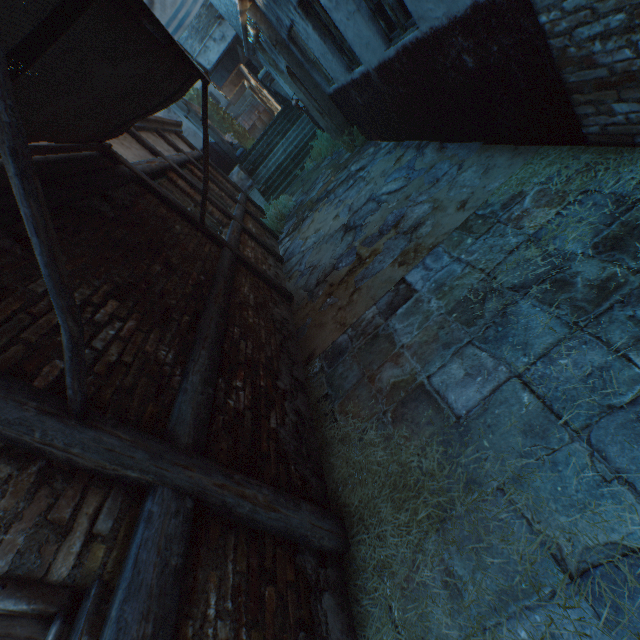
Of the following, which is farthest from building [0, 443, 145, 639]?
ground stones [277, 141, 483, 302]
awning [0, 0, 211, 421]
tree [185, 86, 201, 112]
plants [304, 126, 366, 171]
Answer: plants [304, 126, 366, 171]

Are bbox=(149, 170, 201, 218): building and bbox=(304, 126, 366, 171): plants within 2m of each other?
no

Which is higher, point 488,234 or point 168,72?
point 168,72

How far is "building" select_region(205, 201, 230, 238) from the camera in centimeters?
581cm

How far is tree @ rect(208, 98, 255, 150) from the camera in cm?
2753

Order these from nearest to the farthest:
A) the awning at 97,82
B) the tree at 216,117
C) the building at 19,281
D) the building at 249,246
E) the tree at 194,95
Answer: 1. the awning at 97,82
2. the building at 19,281
3. the building at 249,246
4. the tree at 216,117
5. the tree at 194,95

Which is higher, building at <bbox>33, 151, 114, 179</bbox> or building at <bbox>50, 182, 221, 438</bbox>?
building at <bbox>33, 151, 114, 179</bbox>

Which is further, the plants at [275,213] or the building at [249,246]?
the plants at [275,213]
